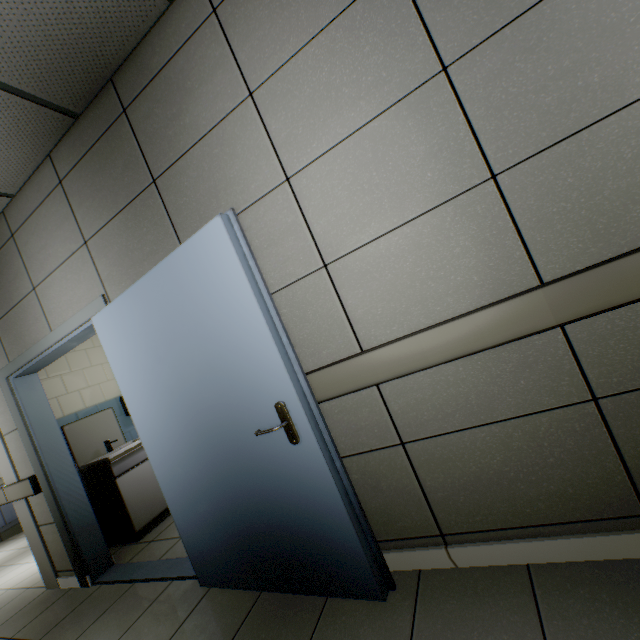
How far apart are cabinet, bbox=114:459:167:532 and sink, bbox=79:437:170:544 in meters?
0.0 m

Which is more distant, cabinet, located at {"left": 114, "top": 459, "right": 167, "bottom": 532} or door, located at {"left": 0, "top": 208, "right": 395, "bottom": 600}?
cabinet, located at {"left": 114, "top": 459, "right": 167, "bottom": 532}

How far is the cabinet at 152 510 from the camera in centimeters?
351cm

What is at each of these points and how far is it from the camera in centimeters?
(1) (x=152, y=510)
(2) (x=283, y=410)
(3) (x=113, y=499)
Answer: (1) cabinet, 369cm
(2) door, 158cm
(3) sink, 354cm

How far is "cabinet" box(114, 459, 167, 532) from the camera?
3.5 meters

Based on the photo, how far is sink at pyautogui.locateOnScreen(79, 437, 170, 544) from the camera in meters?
3.5

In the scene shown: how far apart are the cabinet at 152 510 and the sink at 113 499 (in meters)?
0.01

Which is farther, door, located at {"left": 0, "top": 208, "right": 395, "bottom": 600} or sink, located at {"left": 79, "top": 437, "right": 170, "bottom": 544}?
sink, located at {"left": 79, "top": 437, "right": 170, "bottom": 544}
